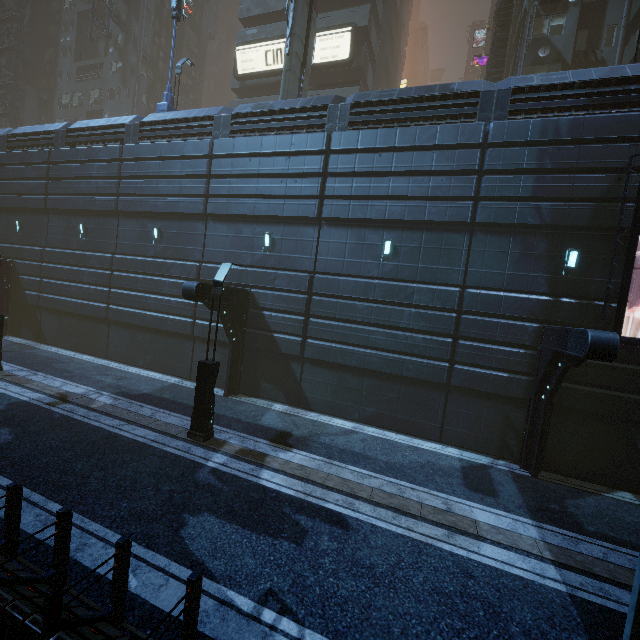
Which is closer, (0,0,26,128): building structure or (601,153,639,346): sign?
(601,153,639,346): sign

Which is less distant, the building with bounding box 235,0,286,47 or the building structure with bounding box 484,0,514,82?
the building structure with bounding box 484,0,514,82

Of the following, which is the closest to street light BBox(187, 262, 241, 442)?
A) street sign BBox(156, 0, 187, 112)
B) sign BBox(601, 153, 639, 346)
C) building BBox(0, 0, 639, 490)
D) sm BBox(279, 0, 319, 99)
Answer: building BBox(0, 0, 639, 490)

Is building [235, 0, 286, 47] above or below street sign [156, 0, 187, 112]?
above

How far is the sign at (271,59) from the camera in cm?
2633

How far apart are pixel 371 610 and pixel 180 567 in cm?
325

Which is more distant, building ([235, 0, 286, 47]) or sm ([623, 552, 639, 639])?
building ([235, 0, 286, 47])

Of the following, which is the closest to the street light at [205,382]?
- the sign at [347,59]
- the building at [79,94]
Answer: the building at [79,94]
